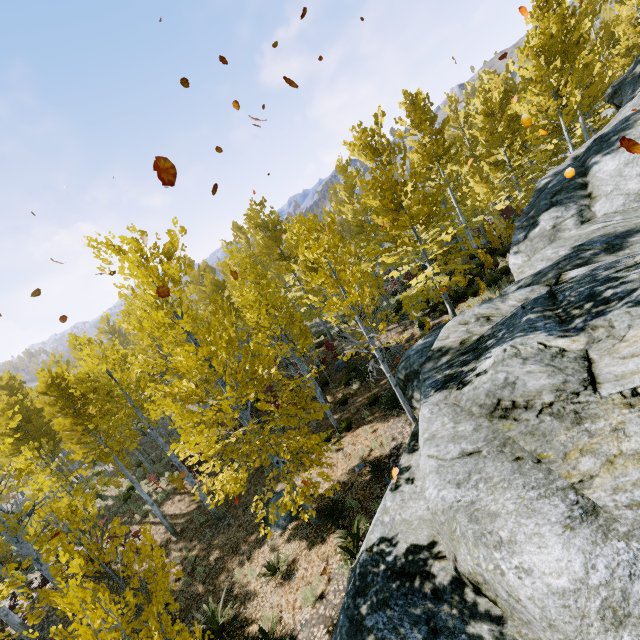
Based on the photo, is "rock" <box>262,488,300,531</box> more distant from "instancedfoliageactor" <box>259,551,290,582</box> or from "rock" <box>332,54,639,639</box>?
"rock" <box>332,54,639,639</box>

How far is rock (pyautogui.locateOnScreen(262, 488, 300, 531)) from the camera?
10.28m

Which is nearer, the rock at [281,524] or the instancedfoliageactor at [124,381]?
the instancedfoliageactor at [124,381]

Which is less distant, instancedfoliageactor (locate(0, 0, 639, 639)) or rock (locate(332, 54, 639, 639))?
rock (locate(332, 54, 639, 639))

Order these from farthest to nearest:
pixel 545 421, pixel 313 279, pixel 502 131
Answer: pixel 313 279, pixel 502 131, pixel 545 421

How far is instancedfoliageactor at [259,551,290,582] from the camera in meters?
8.4 m

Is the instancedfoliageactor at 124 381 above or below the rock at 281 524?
above
